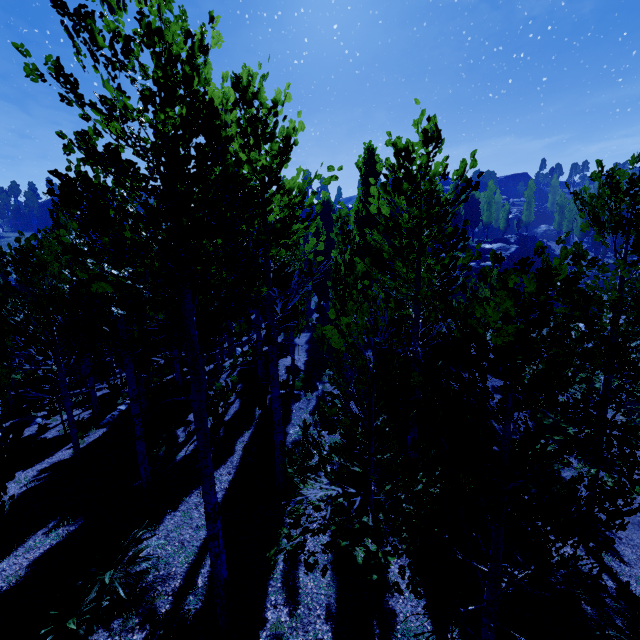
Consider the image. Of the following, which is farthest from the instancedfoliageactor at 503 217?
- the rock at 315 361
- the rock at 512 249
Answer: the rock at 512 249

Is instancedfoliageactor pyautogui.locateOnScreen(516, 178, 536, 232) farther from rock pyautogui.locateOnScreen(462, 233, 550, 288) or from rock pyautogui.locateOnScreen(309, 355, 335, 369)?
rock pyautogui.locateOnScreen(462, 233, 550, 288)

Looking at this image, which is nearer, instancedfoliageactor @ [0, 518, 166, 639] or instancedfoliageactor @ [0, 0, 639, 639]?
instancedfoliageactor @ [0, 0, 639, 639]

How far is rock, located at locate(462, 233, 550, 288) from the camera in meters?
32.0

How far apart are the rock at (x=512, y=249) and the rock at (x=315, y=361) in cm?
3081

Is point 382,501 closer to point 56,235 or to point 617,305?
point 617,305

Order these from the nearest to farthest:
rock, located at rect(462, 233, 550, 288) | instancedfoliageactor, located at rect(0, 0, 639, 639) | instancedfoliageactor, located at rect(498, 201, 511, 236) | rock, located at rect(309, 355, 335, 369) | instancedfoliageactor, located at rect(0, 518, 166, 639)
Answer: instancedfoliageactor, located at rect(0, 0, 639, 639)
instancedfoliageactor, located at rect(0, 518, 166, 639)
rock, located at rect(309, 355, 335, 369)
rock, located at rect(462, 233, 550, 288)
instancedfoliageactor, located at rect(498, 201, 511, 236)
